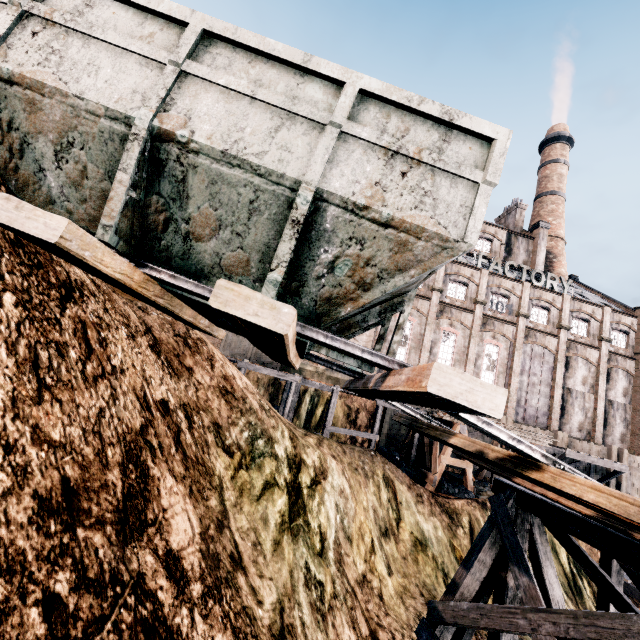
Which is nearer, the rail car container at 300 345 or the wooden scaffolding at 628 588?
the rail car container at 300 345

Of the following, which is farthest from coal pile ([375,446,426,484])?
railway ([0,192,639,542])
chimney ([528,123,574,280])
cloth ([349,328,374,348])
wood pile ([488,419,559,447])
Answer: chimney ([528,123,574,280])

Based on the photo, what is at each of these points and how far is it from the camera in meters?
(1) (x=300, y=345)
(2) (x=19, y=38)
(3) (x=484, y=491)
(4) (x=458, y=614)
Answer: (1) rail car container, 4.8
(2) rail car container, 3.7
(3) stone debris, 19.5
(4) wooden support structure, 6.7

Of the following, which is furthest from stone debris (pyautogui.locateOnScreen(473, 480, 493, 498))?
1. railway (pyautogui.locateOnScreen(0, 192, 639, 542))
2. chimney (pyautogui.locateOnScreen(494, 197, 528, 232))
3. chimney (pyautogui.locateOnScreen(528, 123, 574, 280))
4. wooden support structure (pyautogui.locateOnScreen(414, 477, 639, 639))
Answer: chimney (pyautogui.locateOnScreen(494, 197, 528, 232))

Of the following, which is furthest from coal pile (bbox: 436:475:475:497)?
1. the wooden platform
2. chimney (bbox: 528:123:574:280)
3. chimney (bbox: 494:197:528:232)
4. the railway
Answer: chimney (bbox: 494:197:528:232)

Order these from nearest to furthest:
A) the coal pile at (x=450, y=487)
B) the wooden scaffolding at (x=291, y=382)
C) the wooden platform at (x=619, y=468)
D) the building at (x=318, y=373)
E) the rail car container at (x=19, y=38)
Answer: the rail car container at (x=19, y=38) < the wooden scaffolding at (x=291, y=382) < the coal pile at (x=450, y=487) < the wooden platform at (x=619, y=468) < the building at (x=318, y=373)

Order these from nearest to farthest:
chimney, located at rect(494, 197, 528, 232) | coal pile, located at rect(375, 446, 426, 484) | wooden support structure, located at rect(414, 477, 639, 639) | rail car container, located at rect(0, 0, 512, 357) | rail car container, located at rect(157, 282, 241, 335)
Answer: rail car container, located at rect(0, 0, 512, 357), rail car container, located at rect(157, 282, 241, 335), wooden support structure, located at rect(414, 477, 639, 639), coal pile, located at rect(375, 446, 426, 484), chimney, located at rect(494, 197, 528, 232)

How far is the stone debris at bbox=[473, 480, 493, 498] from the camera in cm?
1905
